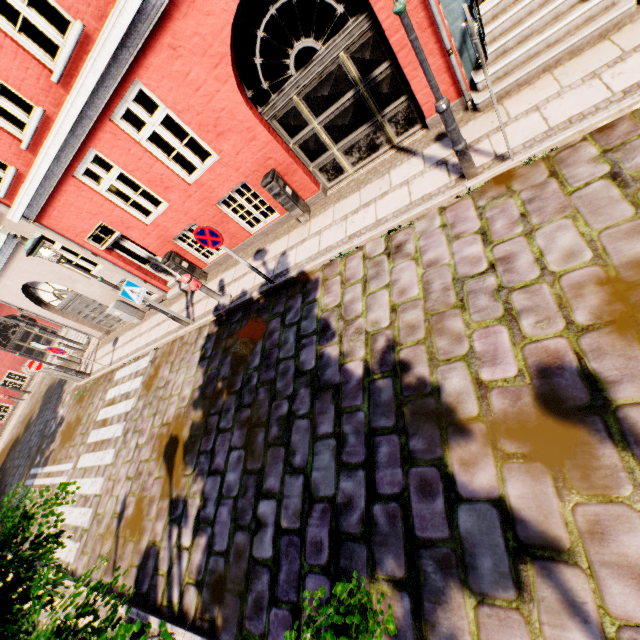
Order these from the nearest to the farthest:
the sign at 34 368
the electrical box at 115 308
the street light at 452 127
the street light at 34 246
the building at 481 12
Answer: the street light at 452 127
the building at 481 12
the street light at 34 246
the electrical box at 115 308
the sign at 34 368

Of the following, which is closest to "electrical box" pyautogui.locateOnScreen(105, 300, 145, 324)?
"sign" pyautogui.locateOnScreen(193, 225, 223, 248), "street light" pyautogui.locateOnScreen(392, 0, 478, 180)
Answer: "sign" pyautogui.locateOnScreen(193, 225, 223, 248)

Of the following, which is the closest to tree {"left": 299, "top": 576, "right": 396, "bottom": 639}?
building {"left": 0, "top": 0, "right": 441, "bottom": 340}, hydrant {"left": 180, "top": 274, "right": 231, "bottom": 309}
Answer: building {"left": 0, "top": 0, "right": 441, "bottom": 340}

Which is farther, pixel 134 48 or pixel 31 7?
pixel 31 7

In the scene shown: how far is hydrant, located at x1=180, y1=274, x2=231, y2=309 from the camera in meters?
7.4 m

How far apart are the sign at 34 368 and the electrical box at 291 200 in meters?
11.9 m

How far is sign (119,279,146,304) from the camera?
7.5 meters

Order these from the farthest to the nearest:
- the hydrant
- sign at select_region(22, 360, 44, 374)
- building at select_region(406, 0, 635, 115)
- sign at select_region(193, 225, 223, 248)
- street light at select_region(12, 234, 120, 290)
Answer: sign at select_region(22, 360, 44, 374)
the hydrant
street light at select_region(12, 234, 120, 290)
sign at select_region(193, 225, 223, 248)
building at select_region(406, 0, 635, 115)
